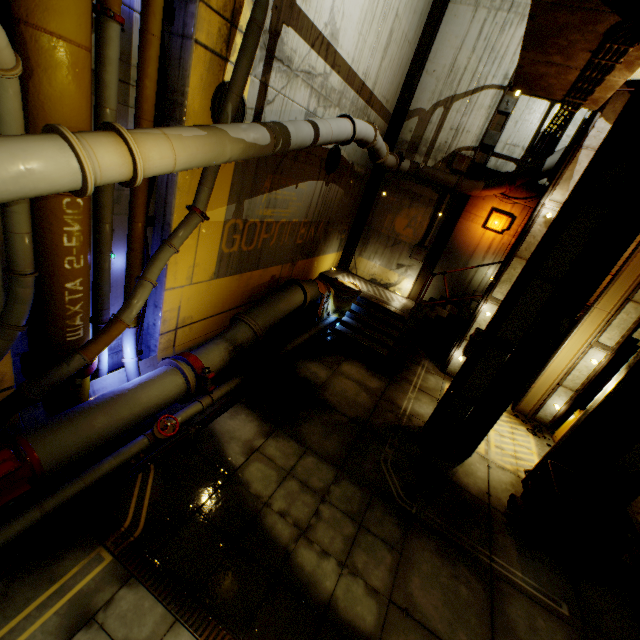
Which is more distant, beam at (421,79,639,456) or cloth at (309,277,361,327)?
cloth at (309,277,361,327)

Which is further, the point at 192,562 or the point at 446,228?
the point at 446,228

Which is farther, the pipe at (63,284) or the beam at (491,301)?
the beam at (491,301)

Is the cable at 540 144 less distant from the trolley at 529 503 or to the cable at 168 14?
the trolley at 529 503

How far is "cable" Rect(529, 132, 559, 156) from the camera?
10.3m

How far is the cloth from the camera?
11.0 meters

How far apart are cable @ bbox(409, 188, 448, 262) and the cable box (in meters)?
6.38

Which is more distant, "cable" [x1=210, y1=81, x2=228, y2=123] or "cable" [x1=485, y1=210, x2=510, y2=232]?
"cable" [x1=485, y1=210, x2=510, y2=232]
